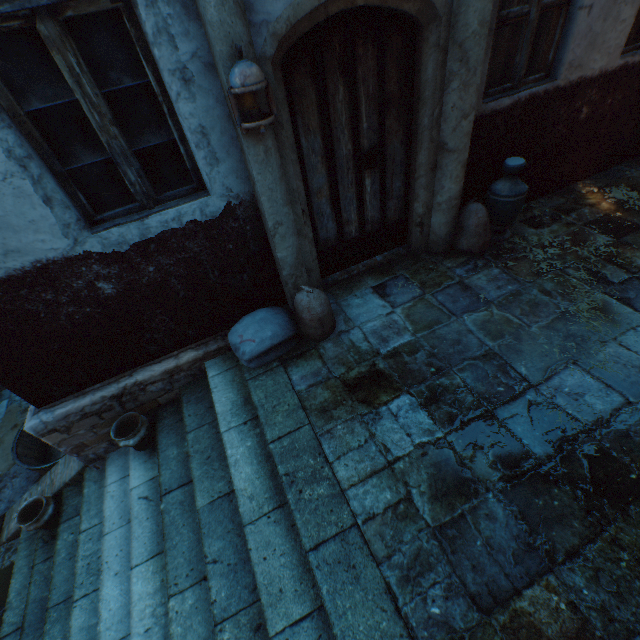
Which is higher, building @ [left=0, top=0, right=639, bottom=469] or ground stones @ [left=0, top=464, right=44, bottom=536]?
building @ [left=0, top=0, right=639, bottom=469]

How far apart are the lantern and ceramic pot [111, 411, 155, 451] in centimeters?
313cm

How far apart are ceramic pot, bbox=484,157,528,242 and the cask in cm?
613

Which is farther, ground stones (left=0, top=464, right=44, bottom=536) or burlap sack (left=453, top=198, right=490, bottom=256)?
ground stones (left=0, top=464, right=44, bottom=536)

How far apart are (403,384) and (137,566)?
3.0m

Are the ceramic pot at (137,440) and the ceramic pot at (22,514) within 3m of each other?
yes

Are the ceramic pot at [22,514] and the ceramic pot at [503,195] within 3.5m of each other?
no

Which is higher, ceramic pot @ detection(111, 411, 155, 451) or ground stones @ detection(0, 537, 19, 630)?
ceramic pot @ detection(111, 411, 155, 451)
